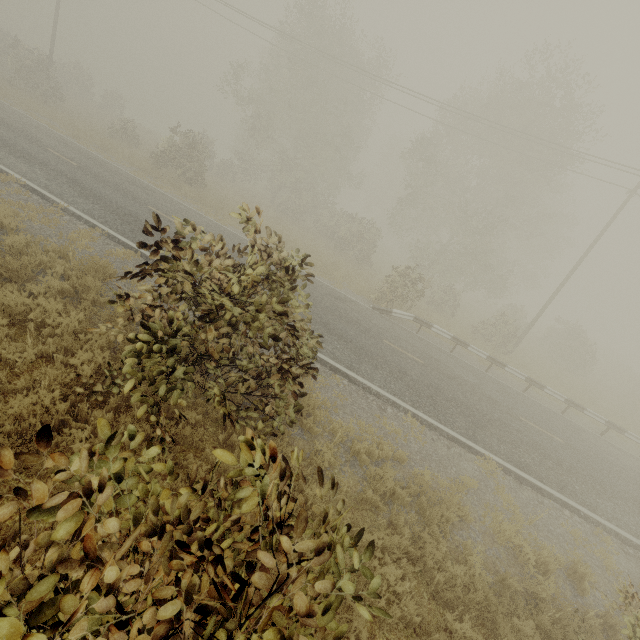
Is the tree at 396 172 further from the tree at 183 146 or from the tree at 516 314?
the tree at 516 314

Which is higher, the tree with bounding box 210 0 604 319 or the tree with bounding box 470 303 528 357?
the tree with bounding box 210 0 604 319

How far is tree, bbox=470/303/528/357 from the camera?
19.5m

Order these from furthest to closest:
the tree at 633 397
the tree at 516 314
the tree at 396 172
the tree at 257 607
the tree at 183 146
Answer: the tree at 633 397 → the tree at 396 172 → the tree at 183 146 → the tree at 516 314 → the tree at 257 607

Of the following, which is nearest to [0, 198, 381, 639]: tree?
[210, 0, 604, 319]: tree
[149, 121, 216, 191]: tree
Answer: [210, 0, 604, 319]: tree

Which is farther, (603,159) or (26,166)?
(603,159)
